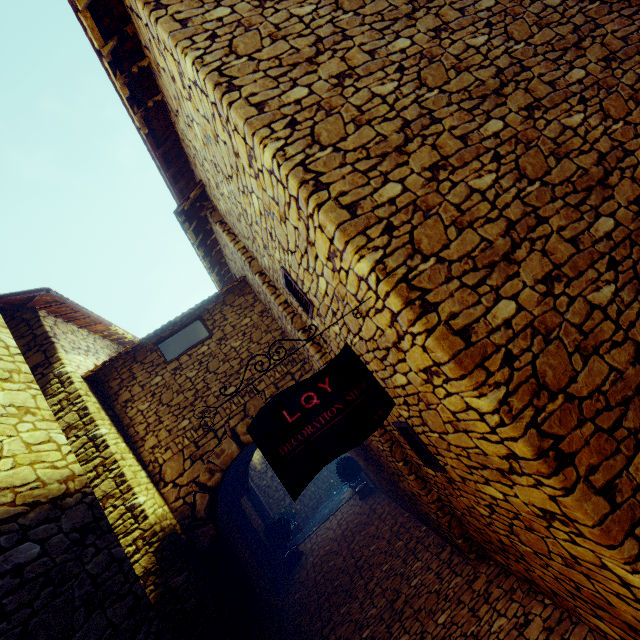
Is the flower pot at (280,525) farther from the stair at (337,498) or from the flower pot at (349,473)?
the flower pot at (349,473)

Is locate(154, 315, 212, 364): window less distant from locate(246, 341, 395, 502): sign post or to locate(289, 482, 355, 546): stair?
locate(246, 341, 395, 502): sign post

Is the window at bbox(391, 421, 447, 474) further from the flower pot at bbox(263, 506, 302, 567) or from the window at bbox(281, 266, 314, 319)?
the flower pot at bbox(263, 506, 302, 567)

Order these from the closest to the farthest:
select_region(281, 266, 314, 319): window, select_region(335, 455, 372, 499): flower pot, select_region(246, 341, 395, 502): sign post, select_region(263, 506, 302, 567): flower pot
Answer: select_region(246, 341, 395, 502): sign post
select_region(281, 266, 314, 319): window
select_region(263, 506, 302, 567): flower pot
select_region(335, 455, 372, 499): flower pot

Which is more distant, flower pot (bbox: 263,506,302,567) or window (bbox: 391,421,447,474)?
flower pot (bbox: 263,506,302,567)

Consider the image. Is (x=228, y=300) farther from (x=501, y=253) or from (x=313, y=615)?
(x=313, y=615)

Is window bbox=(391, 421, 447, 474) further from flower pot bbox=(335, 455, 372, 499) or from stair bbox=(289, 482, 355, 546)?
stair bbox=(289, 482, 355, 546)

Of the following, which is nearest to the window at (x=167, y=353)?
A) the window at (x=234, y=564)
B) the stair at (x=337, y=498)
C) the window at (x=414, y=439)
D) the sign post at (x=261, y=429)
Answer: the window at (x=234, y=564)
